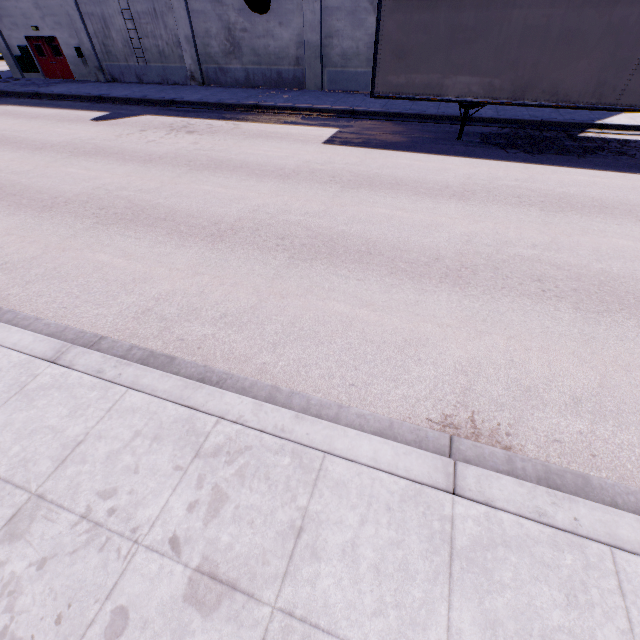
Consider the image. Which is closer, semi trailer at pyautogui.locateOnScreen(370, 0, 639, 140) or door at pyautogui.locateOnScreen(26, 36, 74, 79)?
semi trailer at pyautogui.locateOnScreen(370, 0, 639, 140)

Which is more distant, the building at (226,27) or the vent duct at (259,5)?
the building at (226,27)

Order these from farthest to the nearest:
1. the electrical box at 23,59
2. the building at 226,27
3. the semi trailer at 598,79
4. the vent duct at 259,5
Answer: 1. the electrical box at 23,59
2. the building at 226,27
3. the vent duct at 259,5
4. the semi trailer at 598,79

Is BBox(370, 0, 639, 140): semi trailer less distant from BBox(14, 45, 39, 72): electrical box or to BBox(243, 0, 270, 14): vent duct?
BBox(243, 0, 270, 14): vent duct

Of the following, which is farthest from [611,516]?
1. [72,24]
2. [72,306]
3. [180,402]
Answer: [72,24]

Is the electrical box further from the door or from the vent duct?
the vent duct

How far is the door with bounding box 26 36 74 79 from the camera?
22.3 meters

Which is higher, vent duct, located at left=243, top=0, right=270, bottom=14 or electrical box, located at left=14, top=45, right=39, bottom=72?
vent duct, located at left=243, top=0, right=270, bottom=14
